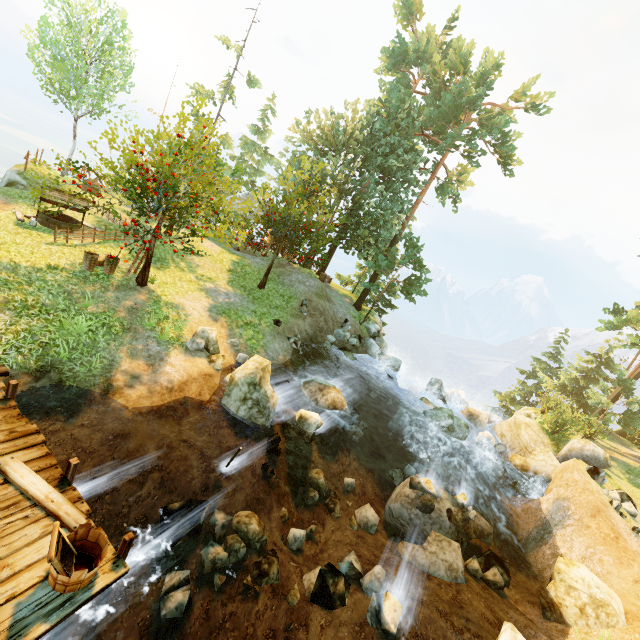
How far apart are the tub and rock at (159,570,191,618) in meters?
2.3

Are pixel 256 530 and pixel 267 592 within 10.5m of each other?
yes

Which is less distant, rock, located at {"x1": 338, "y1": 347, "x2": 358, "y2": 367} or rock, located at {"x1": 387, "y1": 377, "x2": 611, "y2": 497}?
rock, located at {"x1": 387, "y1": 377, "x2": 611, "y2": 497}

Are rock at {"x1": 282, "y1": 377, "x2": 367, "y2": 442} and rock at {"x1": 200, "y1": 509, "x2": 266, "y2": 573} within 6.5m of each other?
Result: yes

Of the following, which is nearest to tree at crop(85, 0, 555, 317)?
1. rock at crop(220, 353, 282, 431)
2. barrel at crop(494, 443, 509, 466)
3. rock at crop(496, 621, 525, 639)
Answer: rock at crop(220, 353, 282, 431)

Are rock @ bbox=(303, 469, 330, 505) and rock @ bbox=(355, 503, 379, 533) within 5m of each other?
yes

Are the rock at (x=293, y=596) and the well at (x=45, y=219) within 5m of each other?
A: no

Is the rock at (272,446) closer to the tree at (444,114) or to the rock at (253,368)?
the rock at (253,368)
